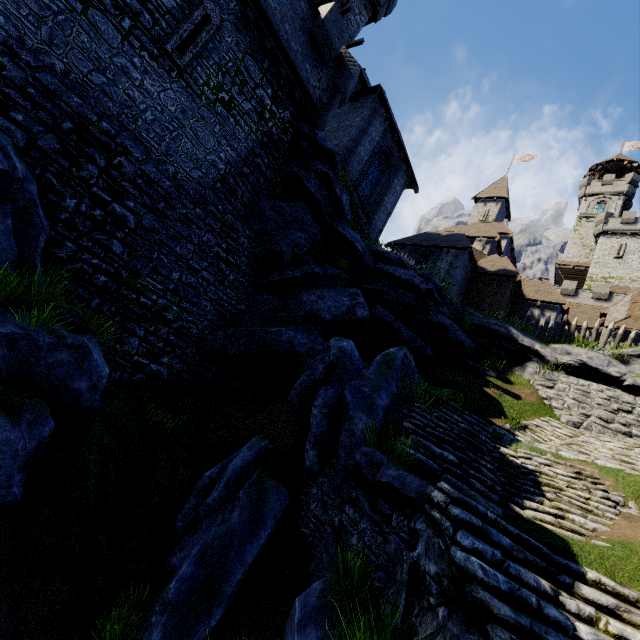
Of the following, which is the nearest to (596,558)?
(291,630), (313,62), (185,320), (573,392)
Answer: (291,630)

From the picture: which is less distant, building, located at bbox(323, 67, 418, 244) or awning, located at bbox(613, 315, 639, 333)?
building, located at bbox(323, 67, 418, 244)

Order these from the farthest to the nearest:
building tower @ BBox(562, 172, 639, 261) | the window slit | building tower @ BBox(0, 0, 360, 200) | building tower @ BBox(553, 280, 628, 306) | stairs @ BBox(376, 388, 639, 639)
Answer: building tower @ BBox(562, 172, 639, 261)
building tower @ BBox(553, 280, 628, 306)
the window slit
building tower @ BBox(0, 0, 360, 200)
stairs @ BBox(376, 388, 639, 639)

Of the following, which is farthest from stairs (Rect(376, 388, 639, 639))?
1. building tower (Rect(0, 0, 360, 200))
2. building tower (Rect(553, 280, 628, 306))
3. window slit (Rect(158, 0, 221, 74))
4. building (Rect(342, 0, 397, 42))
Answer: building tower (Rect(553, 280, 628, 306))

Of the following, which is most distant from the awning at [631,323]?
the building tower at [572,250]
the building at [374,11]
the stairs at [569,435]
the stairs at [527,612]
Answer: the building tower at [572,250]

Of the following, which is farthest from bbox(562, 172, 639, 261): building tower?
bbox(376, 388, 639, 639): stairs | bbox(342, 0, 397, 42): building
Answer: bbox(376, 388, 639, 639): stairs

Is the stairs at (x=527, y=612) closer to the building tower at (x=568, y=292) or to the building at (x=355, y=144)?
the building at (x=355, y=144)

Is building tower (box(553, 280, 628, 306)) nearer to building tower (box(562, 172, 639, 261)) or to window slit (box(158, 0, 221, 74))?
building tower (box(562, 172, 639, 261))
